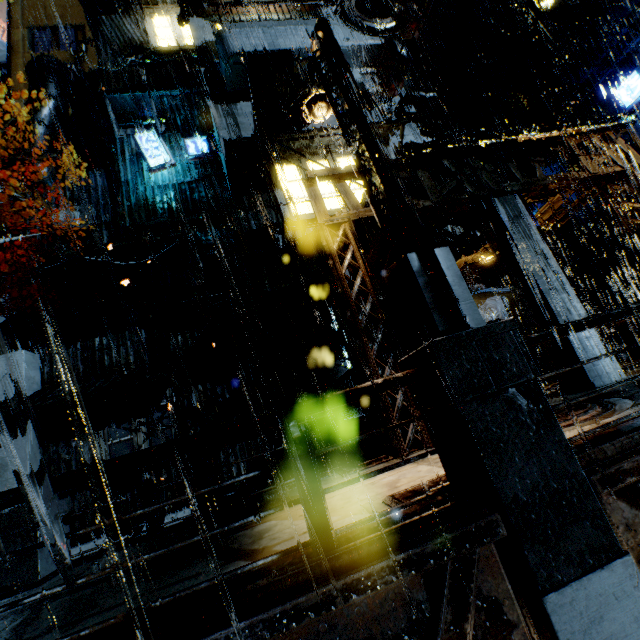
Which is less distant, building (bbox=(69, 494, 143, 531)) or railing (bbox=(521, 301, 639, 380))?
railing (bbox=(521, 301, 639, 380))

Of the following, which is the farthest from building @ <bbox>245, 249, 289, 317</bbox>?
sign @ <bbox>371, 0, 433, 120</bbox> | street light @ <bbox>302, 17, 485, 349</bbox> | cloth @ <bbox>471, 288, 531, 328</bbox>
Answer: street light @ <bbox>302, 17, 485, 349</bbox>

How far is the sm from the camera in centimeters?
1587cm

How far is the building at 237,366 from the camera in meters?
14.9

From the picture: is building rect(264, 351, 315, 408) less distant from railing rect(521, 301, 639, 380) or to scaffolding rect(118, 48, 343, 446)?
scaffolding rect(118, 48, 343, 446)

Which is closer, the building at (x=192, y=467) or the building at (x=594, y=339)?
the building at (x=594, y=339)

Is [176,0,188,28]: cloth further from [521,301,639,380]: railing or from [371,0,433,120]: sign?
[521,301,639,380]: railing

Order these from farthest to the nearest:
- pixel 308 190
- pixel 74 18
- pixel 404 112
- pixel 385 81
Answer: pixel 74 18
pixel 404 112
pixel 385 81
pixel 308 190
